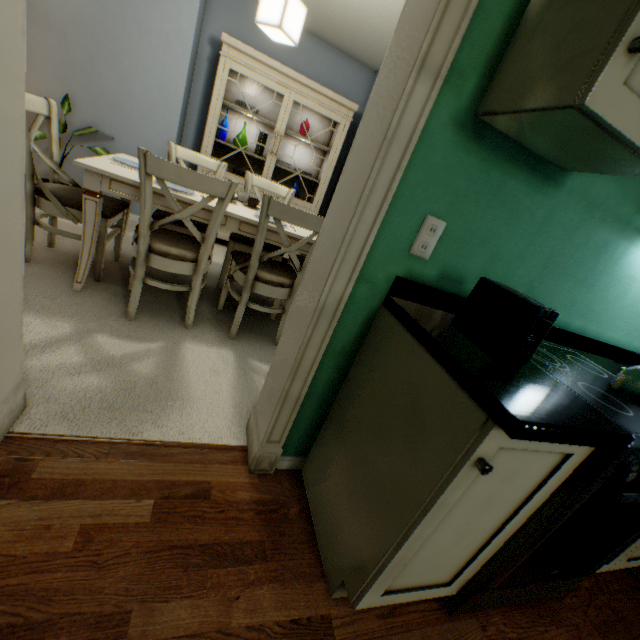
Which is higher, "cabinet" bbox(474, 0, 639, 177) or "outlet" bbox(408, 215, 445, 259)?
"cabinet" bbox(474, 0, 639, 177)

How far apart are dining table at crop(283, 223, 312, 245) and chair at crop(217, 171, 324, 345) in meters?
0.2 m

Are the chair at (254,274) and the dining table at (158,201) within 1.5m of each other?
yes

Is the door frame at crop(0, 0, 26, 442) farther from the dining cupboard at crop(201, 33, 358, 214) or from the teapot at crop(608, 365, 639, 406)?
the dining cupboard at crop(201, 33, 358, 214)

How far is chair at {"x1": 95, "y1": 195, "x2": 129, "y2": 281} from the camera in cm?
206

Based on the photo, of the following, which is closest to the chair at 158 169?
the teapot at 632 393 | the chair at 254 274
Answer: the chair at 254 274

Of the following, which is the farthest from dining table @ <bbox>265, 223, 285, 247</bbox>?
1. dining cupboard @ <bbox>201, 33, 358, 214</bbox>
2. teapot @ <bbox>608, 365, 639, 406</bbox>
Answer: teapot @ <bbox>608, 365, 639, 406</bbox>

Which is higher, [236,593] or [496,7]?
[496,7]
